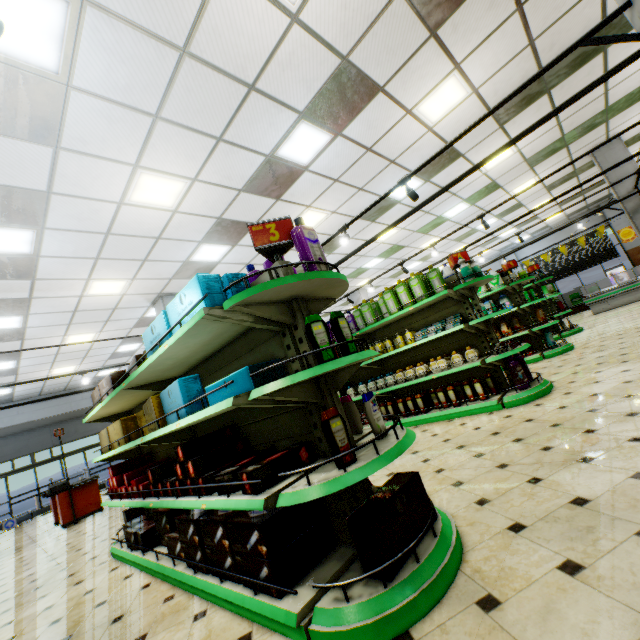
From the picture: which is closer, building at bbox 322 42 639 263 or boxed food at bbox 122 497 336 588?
boxed food at bbox 122 497 336 588

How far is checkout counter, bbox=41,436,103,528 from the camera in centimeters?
845cm

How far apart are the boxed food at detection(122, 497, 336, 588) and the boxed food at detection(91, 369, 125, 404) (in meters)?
1.51

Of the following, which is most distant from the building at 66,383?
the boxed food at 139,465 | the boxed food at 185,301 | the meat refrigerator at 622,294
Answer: the boxed food at 185,301

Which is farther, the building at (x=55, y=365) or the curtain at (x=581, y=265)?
the curtain at (x=581, y=265)

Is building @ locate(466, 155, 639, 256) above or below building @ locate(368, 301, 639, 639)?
above

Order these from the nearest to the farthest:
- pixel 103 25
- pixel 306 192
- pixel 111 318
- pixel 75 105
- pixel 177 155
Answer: pixel 103 25 → pixel 75 105 → pixel 177 155 → pixel 306 192 → pixel 111 318

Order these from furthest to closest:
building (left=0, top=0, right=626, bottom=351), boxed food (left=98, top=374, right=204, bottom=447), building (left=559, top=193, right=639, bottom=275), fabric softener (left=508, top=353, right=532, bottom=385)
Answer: building (left=559, top=193, right=639, bottom=275), fabric softener (left=508, top=353, right=532, bottom=385), building (left=0, top=0, right=626, bottom=351), boxed food (left=98, top=374, right=204, bottom=447)
